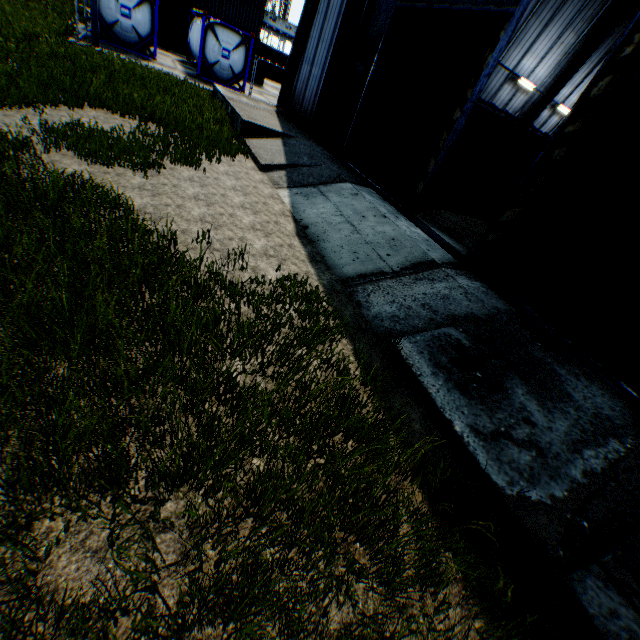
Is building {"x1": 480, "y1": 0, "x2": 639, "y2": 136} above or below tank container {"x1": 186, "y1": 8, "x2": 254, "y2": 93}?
above

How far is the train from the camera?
15.58m

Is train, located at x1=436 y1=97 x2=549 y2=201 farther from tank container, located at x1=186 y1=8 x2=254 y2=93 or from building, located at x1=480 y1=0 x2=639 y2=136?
tank container, located at x1=186 y1=8 x2=254 y2=93

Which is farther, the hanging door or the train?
the train

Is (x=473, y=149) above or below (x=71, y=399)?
above

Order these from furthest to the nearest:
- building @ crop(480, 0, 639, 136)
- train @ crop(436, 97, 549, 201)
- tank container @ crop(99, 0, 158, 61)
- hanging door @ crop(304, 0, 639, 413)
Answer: building @ crop(480, 0, 639, 136), tank container @ crop(99, 0, 158, 61), train @ crop(436, 97, 549, 201), hanging door @ crop(304, 0, 639, 413)

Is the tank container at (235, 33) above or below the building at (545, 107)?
below

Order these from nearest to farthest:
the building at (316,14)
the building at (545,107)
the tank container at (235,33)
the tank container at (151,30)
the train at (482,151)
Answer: the building at (316,14)
the train at (482,151)
the tank container at (151,30)
the building at (545,107)
the tank container at (235,33)
